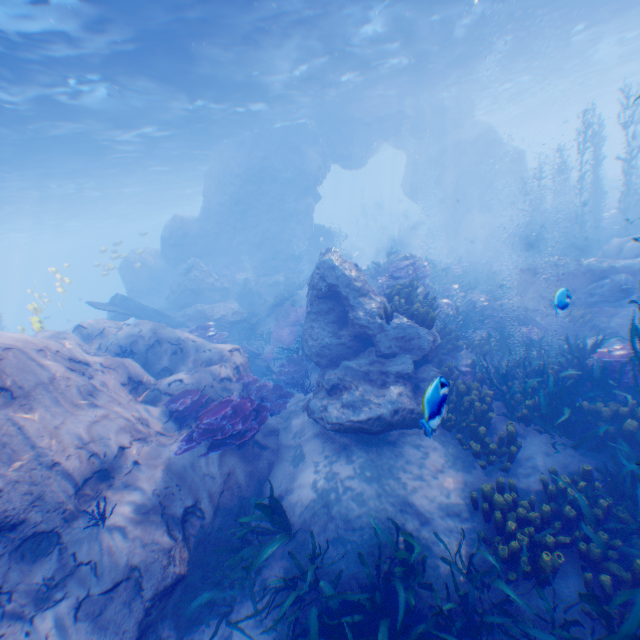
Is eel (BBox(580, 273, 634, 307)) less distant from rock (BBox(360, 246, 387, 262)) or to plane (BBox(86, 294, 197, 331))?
rock (BBox(360, 246, 387, 262))

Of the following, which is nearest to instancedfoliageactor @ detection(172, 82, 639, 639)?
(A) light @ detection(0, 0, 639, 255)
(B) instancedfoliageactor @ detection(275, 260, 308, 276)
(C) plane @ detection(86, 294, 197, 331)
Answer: (C) plane @ detection(86, 294, 197, 331)

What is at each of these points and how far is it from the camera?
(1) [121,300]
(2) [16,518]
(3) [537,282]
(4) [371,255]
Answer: (1) plane, 18.8 meters
(2) rock, 5.1 meters
(3) rock, 13.0 meters
(4) rock, 40.2 meters

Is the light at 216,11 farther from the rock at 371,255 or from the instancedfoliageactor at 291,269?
the instancedfoliageactor at 291,269

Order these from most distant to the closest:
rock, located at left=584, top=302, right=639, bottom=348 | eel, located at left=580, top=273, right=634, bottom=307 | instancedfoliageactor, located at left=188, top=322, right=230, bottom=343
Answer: instancedfoliageactor, located at left=188, top=322, right=230, bottom=343 < rock, located at left=584, top=302, right=639, bottom=348 < eel, located at left=580, top=273, right=634, bottom=307

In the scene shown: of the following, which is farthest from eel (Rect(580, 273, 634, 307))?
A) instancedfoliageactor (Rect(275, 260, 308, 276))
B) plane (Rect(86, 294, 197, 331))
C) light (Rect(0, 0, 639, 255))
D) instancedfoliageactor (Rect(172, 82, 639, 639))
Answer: instancedfoliageactor (Rect(275, 260, 308, 276))

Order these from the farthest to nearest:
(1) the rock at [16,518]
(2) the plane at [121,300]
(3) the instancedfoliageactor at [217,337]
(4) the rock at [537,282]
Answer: (2) the plane at [121,300] → (3) the instancedfoliageactor at [217,337] → (4) the rock at [537,282] → (1) the rock at [16,518]

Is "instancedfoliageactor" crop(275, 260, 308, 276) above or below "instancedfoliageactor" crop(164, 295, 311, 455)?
above
